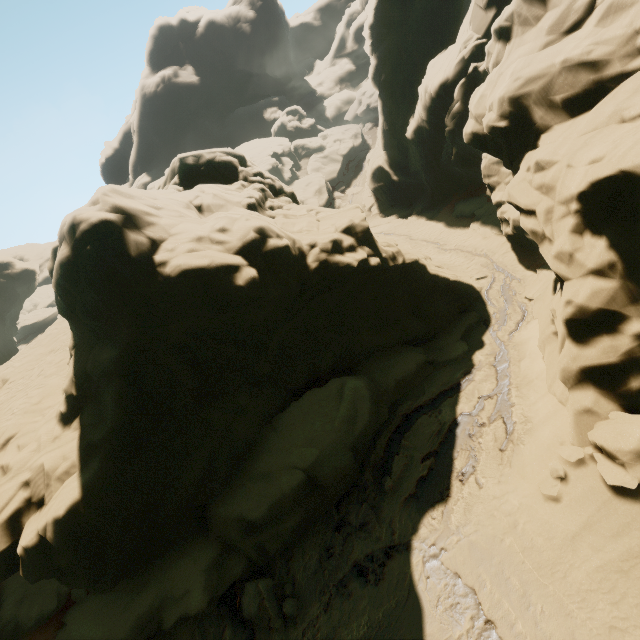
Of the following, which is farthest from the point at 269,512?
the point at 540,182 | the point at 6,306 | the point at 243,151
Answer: the point at 243,151

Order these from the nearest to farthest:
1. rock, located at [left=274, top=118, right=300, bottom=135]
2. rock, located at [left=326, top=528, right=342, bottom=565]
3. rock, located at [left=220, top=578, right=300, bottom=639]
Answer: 1. rock, located at [left=220, top=578, right=300, bottom=639]
2. rock, located at [left=326, top=528, right=342, bottom=565]
3. rock, located at [left=274, top=118, right=300, bottom=135]

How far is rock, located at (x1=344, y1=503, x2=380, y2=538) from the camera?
9.7m

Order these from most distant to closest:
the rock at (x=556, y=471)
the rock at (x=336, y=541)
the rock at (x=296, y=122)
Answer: the rock at (x=296, y=122) → the rock at (x=336, y=541) → the rock at (x=556, y=471)

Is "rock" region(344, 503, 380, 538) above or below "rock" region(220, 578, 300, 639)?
below

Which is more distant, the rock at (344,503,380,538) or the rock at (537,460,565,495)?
the rock at (344,503,380,538)

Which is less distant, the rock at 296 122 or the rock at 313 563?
the rock at 313 563
